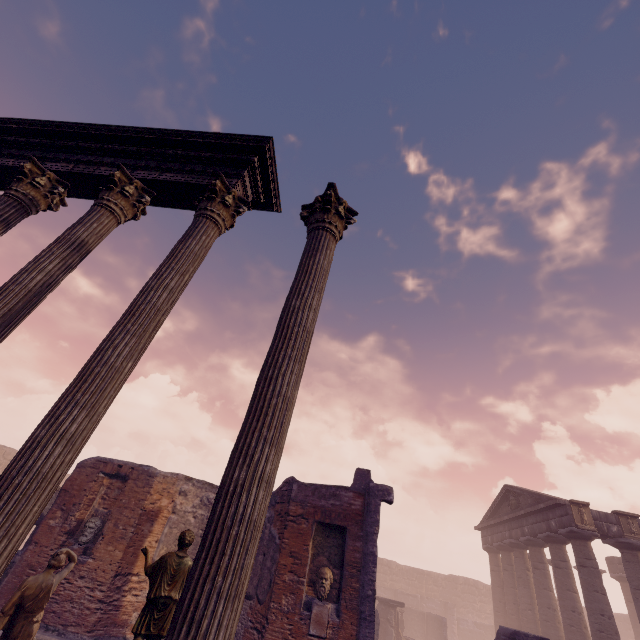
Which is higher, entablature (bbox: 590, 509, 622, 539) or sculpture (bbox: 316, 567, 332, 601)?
entablature (bbox: 590, 509, 622, 539)

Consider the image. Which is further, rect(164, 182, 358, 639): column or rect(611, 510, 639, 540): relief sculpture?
rect(611, 510, 639, 540): relief sculpture

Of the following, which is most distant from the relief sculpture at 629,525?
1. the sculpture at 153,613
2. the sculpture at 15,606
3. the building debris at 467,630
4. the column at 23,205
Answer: the column at 23,205

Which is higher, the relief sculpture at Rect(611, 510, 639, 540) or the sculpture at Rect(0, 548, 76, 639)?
the relief sculpture at Rect(611, 510, 639, 540)

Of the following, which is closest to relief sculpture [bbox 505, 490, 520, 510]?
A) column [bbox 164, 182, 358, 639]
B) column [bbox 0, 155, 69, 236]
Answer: column [bbox 164, 182, 358, 639]

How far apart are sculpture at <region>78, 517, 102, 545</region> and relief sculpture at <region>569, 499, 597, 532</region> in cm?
2031

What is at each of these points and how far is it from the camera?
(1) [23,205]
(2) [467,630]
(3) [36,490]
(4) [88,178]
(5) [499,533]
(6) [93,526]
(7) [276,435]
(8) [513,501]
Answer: (1) column, 5.4m
(2) building debris, 27.3m
(3) column, 2.6m
(4) entablature, 5.7m
(5) entablature, 22.3m
(6) sculpture, 9.4m
(7) column, 2.9m
(8) relief sculpture, 21.2m

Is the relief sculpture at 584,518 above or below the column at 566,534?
above
